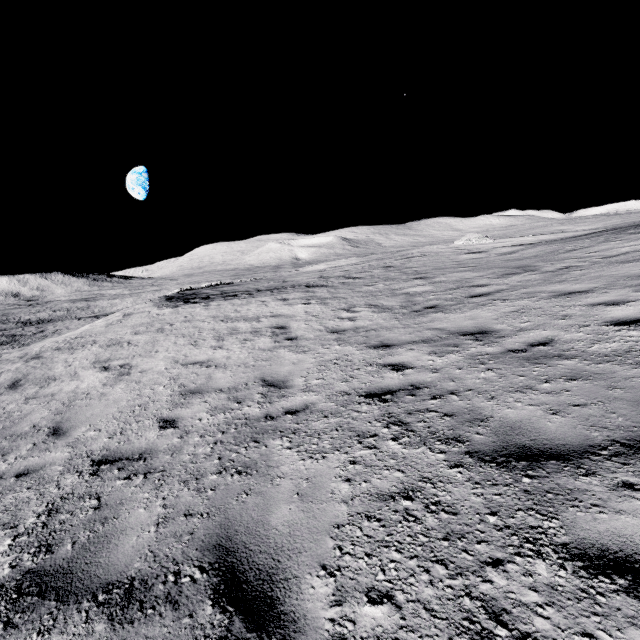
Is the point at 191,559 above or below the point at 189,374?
above
